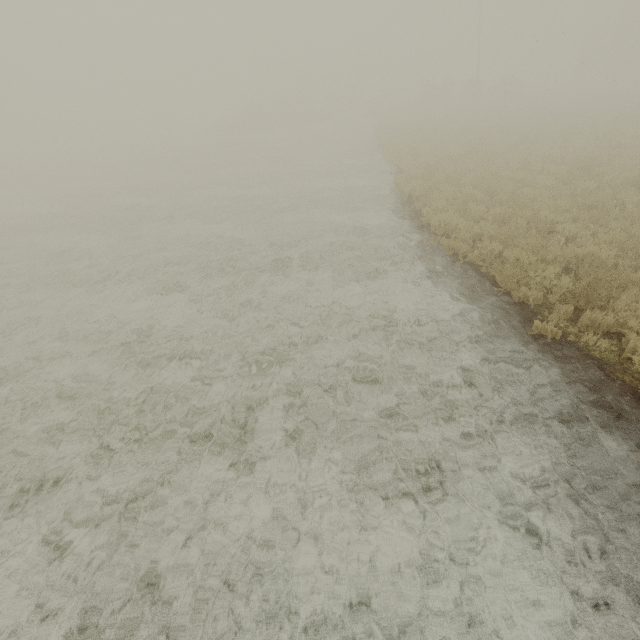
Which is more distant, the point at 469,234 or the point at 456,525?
the point at 469,234
